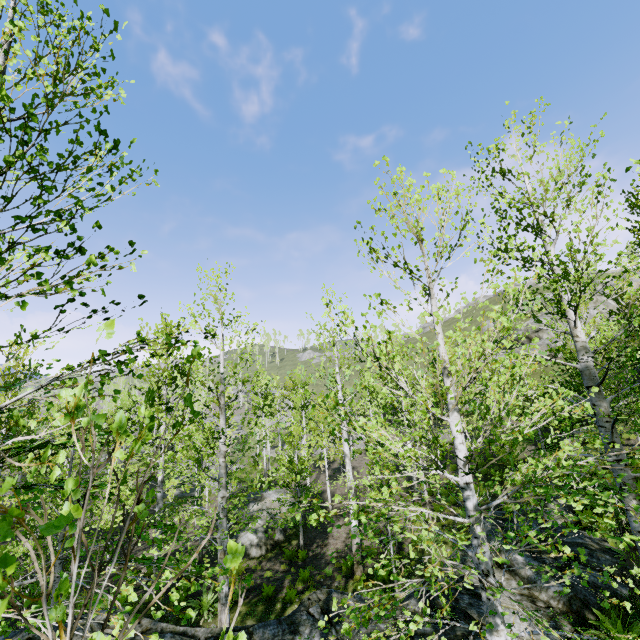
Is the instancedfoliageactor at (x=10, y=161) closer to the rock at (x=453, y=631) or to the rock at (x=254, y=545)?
the rock at (x=453, y=631)

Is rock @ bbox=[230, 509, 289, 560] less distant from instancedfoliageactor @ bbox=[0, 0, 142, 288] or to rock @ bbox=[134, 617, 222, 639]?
instancedfoliageactor @ bbox=[0, 0, 142, 288]

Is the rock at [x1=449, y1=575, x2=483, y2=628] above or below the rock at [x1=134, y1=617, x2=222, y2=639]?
below

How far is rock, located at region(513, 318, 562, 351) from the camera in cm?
3406

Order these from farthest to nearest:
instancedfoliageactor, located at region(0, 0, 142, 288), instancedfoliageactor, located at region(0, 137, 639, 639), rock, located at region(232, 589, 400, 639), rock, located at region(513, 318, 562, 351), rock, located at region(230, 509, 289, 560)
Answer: rock, located at region(513, 318, 562, 351) → rock, located at region(230, 509, 289, 560) → rock, located at region(232, 589, 400, 639) → instancedfoliageactor, located at region(0, 0, 142, 288) → instancedfoliageactor, located at region(0, 137, 639, 639)

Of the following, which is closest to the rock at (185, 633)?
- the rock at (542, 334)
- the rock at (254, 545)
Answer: the rock at (254, 545)

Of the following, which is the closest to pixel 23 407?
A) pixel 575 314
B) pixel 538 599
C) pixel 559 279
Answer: pixel 559 279
